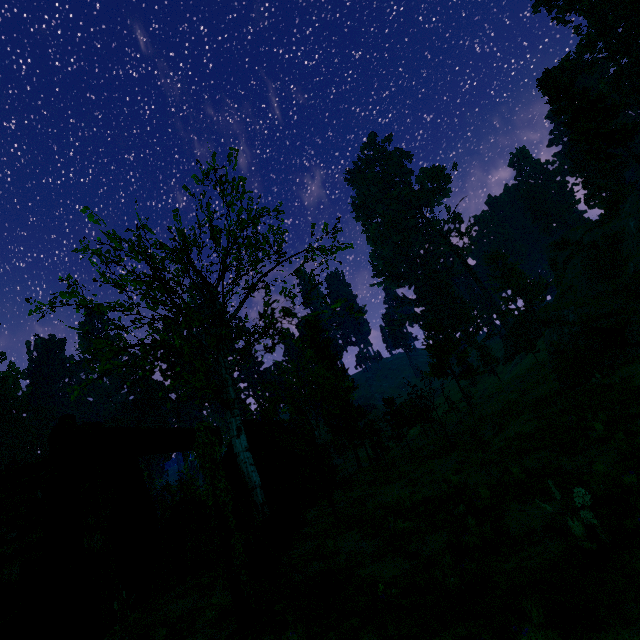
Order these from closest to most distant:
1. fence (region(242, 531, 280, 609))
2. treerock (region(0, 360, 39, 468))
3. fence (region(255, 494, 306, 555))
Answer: fence (region(242, 531, 280, 609))
fence (region(255, 494, 306, 555))
treerock (region(0, 360, 39, 468))

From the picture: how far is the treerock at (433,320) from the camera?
39.53m

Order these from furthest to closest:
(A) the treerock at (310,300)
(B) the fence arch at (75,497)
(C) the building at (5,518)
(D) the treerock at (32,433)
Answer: (D) the treerock at (32,433), (A) the treerock at (310,300), (C) the building at (5,518), (B) the fence arch at (75,497)

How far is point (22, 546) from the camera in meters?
11.9 m

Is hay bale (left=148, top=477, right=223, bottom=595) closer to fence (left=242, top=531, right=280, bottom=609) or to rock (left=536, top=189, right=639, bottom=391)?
fence (left=242, top=531, right=280, bottom=609)

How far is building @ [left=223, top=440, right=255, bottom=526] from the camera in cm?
2502

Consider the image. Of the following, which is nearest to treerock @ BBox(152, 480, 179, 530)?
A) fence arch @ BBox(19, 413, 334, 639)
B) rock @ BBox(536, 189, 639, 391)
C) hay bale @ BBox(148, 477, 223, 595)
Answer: rock @ BBox(536, 189, 639, 391)

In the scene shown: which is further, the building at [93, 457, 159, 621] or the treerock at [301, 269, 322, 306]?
the treerock at [301, 269, 322, 306]
